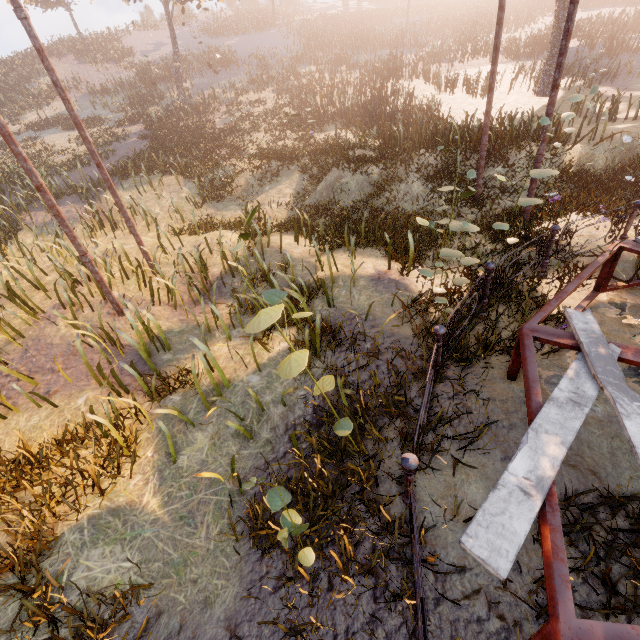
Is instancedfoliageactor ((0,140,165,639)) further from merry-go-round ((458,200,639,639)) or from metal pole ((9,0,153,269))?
merry-go-round ((458,200,639,639))

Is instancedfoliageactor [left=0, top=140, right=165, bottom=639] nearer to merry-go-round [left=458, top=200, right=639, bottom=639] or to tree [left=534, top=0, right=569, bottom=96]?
merry-go-round [left=458, top=200, right=639, bottom=639]

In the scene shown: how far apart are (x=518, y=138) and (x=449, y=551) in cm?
1260

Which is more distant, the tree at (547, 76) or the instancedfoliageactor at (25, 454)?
the tree at (547, 76)

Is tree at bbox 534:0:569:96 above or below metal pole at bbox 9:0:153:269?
below

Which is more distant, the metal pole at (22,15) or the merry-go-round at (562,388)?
the metal pole at (22,15)

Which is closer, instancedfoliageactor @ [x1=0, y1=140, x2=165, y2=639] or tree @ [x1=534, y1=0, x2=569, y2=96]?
instancedfoliageactor @ [x1=0, y1=140, x2=165, y2=639]

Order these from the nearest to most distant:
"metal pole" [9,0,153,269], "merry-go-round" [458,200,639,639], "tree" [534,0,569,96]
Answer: "merry-go-round" [458,200,639,639], "metal pole" [9,0,153,269], "tree" [534,0,569,96]
